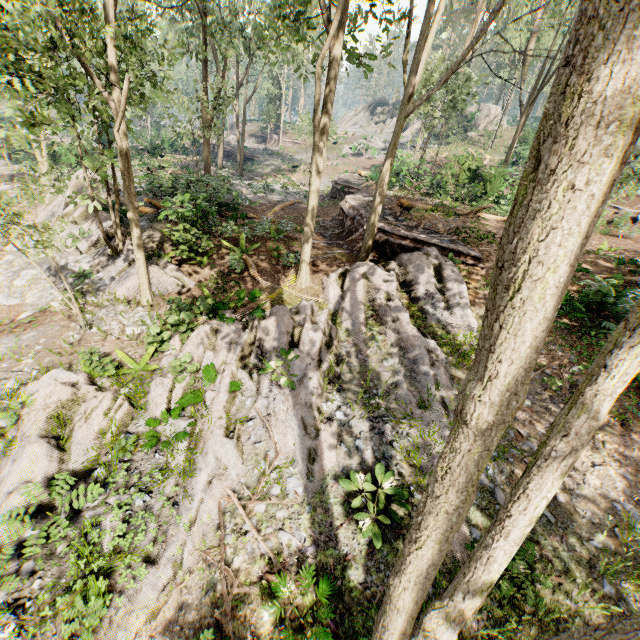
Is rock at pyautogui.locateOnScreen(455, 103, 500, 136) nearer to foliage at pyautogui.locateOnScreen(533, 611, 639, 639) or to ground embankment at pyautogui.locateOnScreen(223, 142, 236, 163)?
foliage at pyautogui.locateOnScreen(533, 611, 639, 639)

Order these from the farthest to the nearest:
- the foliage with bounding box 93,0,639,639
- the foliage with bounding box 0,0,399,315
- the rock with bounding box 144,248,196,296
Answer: the rock with bounding box 144,248,196,296
the foliage with bounding box 0,0,399,315
the foliage with bounding box 93,0,639,639

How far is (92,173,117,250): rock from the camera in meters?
14.9

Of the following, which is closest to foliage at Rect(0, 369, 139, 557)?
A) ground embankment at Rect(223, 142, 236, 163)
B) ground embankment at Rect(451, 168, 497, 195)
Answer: ground embankment at Rect(223, 142, 236, 163)

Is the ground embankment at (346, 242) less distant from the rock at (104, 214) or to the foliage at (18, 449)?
the foliage at (18, 449)

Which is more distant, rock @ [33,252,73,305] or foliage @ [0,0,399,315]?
rock @ [33,252,73,305]

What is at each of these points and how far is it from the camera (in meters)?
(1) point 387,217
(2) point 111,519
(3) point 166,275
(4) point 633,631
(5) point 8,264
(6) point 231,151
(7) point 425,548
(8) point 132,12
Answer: (1) ground embankment, 17.27
(2) foliage, 6.29
(3) rock, 12.66
(4) foliage, 1.47
(5) rock, 16.12
(6) ground embankment, 43.41
(7) foliage, 2.81
(8) foliage, 8.45

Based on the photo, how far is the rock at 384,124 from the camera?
54.2 meters
